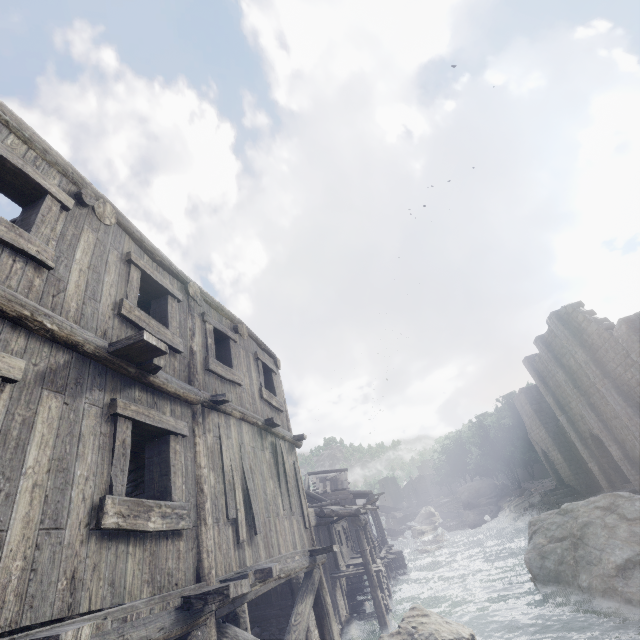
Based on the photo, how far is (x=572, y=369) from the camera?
25.0 meters

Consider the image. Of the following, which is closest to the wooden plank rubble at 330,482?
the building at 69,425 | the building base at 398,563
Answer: the building at 69,425

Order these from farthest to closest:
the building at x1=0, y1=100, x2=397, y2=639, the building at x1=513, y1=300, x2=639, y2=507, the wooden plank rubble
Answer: the wooden plank rubble < the building at x1=513, y1=300, x2=639, y2=507 < the building at x1=0, y1=100, x2=397, y2=639

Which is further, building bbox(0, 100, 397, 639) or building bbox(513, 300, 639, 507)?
building bbox(513, 300, 639, 507)

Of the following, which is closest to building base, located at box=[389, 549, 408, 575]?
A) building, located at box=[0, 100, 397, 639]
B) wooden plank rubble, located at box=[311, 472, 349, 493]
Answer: building, located at box=[0, 100, 397, 639]

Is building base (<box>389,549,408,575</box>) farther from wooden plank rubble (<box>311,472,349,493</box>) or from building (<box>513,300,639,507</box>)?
wooden plank rubble (<box>311,472,349,493</box>)
